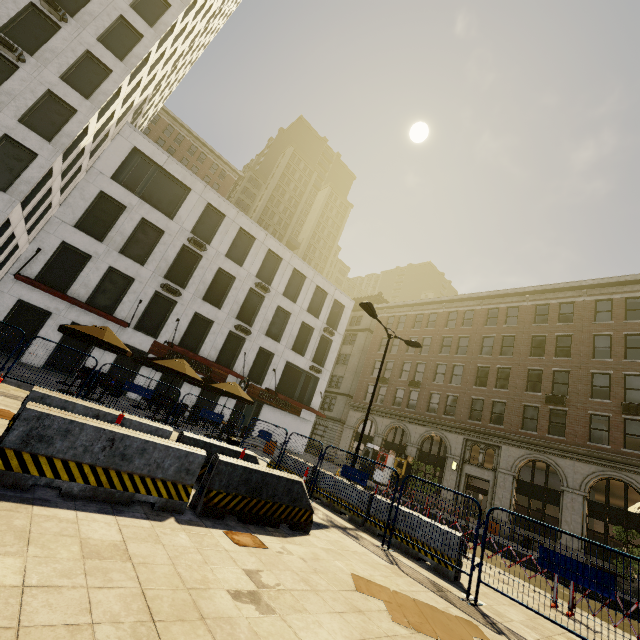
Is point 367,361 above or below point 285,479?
above

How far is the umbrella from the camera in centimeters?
1244cm

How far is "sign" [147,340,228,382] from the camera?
21.70m

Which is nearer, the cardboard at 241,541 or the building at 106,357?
the cardboard at 241,541

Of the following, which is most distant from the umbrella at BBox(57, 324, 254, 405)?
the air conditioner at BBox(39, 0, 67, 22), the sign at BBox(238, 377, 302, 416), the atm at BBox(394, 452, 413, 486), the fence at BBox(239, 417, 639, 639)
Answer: the air conditioner at BBox(39, 0, 67, 22)

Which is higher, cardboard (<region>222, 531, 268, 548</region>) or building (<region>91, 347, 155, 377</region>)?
building (<region>91, 347, 155, 377</region>)

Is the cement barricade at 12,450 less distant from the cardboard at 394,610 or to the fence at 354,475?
the cardboard at 394,610

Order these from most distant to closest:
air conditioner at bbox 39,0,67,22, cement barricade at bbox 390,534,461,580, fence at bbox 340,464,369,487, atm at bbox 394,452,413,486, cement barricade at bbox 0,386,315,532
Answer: atm at bbox 394,452,413,486 → air conditioner at bbox 39,0,67,22 → fence at bbox 340,464,369,487 → cement barricade at bbox 390,534,461,580 → cement barricade at bbox 0,386,315,532
